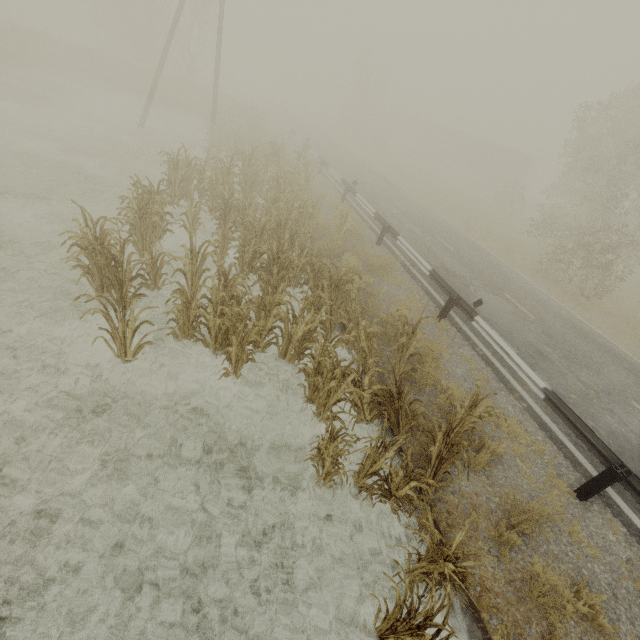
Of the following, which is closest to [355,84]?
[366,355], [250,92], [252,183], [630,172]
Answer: [250,92]

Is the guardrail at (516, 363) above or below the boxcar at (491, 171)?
below

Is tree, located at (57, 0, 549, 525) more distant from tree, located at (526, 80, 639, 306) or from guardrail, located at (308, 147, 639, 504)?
tree, located at (526, 80, 639, 306)

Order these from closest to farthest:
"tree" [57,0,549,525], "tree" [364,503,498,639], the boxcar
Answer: "tree" [364,503,498,639] < "tree" [57,0,549,525] < the boxcar

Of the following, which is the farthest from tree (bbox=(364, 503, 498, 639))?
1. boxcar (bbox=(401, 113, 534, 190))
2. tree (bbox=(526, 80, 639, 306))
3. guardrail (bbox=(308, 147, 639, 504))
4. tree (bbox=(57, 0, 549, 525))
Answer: boxcar (bbox=(401, 113, 534, 190))

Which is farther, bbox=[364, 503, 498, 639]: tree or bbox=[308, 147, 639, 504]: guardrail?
bbox=[308, 147, 639, 504]: guardrail

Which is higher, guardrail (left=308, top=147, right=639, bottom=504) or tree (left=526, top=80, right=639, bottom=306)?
tree (left=526, top=80, right=639, bottom=306)

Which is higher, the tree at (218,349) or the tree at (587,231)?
the tree at (587,231)
